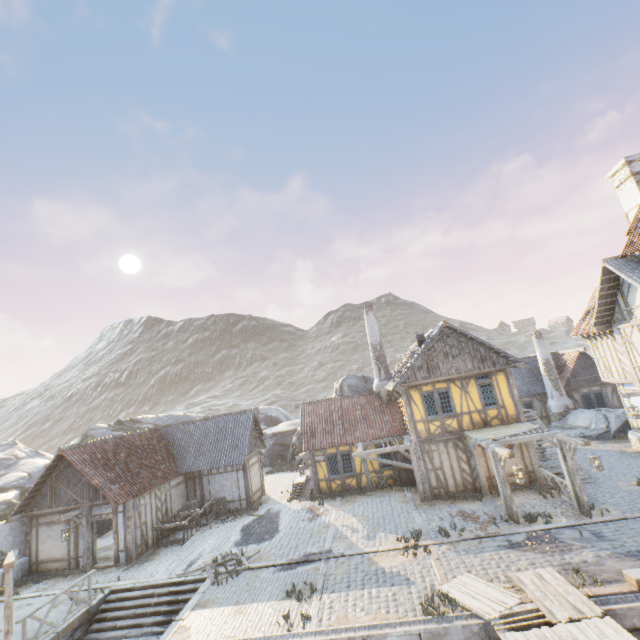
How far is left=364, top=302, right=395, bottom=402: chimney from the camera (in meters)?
22.28

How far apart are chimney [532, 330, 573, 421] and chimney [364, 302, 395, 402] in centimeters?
1385cm

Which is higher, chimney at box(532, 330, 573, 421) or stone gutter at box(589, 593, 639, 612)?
chimney at box(532, 330, 573, 421)

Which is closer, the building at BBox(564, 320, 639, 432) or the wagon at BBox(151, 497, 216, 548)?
the building at BBox(564, 320, 639, 432)

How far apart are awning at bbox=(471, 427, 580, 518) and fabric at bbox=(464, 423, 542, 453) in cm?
2

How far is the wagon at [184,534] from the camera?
16.75m

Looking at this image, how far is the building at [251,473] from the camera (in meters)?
15.83

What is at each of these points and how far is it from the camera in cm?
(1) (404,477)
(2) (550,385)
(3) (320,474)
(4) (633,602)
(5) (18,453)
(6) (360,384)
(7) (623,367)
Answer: (1) door, 1936
(2) chimney, 2602
(3) building, 2045
(4) stone gutter, 805
(5) rock, 2855
(6) rock, 3047
(7) building, 1755
